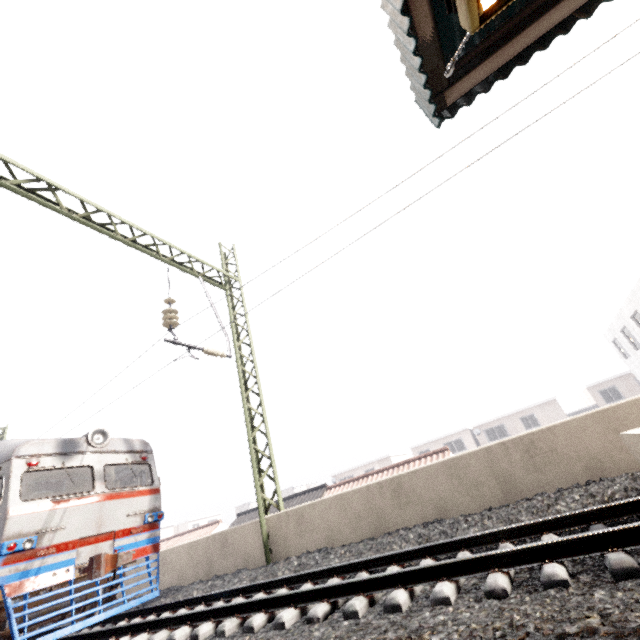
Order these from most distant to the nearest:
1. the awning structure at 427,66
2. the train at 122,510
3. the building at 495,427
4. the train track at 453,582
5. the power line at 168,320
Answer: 1. the building at 495,427
2. the power line at 168,320
3. the train at 122,510
4. the awning structure at 427,66
5. the train track at 453,582

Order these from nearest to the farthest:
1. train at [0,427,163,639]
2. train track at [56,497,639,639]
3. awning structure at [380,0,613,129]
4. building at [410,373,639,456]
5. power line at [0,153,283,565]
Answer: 1. train track at [56,497,639,639]
2. awning structure at [380,0,613,129]
3. train at [0,427,163,639]
4. power line at [0,153,283,565]
5. building at [410,373,639,456]

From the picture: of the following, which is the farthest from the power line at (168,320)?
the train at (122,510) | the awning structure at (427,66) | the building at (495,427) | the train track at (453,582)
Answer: the building at (495,427)

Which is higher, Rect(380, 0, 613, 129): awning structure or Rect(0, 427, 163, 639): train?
Rect(380, 0, 613, 129): awning structure

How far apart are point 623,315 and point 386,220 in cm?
2154

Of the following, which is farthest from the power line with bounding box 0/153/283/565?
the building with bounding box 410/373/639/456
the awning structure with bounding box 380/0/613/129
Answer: the building with bounding box 410/373/639/456

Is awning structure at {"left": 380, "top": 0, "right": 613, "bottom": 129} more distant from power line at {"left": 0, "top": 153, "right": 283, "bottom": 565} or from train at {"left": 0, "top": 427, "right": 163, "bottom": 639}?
train at {"left": 0, "top": 427, "right": 163, "bottom": 639}

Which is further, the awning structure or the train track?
the awning structure
